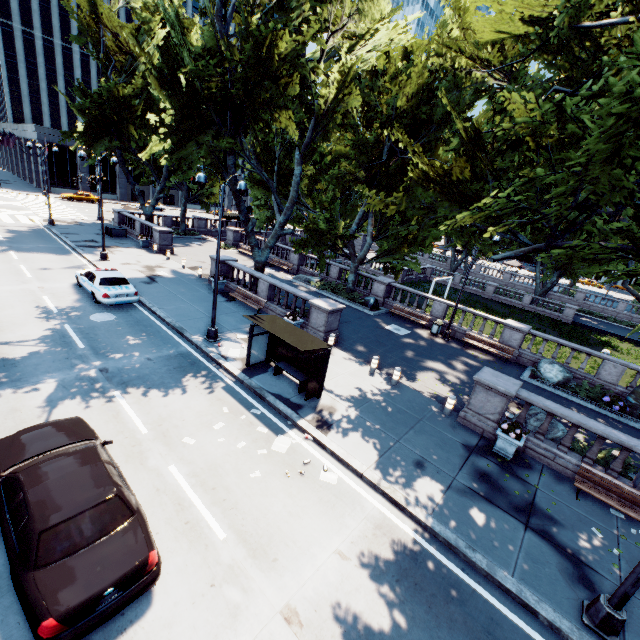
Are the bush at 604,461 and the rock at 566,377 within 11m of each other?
yes

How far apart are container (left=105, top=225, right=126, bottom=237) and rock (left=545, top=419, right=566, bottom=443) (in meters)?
35.98

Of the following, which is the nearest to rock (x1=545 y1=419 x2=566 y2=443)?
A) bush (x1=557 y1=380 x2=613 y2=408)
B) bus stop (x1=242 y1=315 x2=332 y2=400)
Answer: bush (x1=557 y1=380 x2=613 y2=408)

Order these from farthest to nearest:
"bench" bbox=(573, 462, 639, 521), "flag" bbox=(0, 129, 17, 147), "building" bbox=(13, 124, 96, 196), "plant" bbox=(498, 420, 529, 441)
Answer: "building" bbox=(13, 124, 96, 196)
"flag" bbox=(0, 129, 17, 147)
"plant" bbox=(498, 420, 529, 441)
"bench" bbox=(573, 462, 639, 521)

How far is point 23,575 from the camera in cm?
507

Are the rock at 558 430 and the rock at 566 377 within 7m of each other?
yes

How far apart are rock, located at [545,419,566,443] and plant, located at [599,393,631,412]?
5.7 meters

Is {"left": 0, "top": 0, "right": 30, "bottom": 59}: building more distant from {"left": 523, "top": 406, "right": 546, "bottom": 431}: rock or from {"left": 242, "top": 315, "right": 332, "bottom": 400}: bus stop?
{"left": 523, "top": 406, "right": 546, "bottom": 431}: rock
